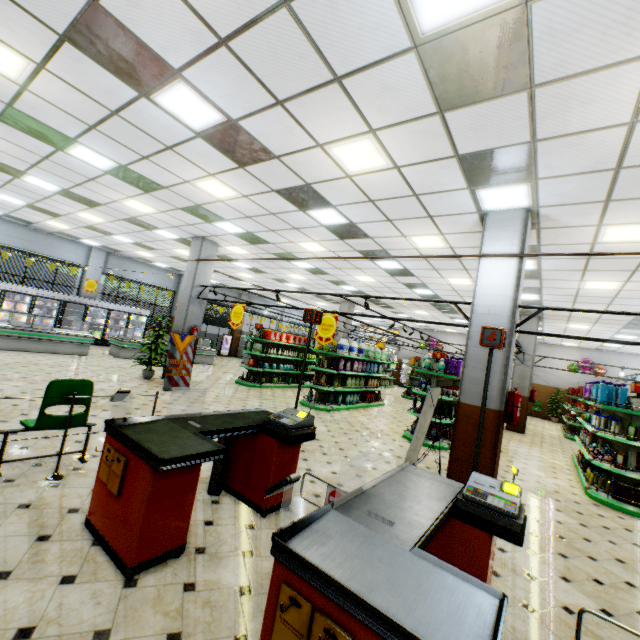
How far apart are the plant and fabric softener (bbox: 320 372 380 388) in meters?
5.6 m

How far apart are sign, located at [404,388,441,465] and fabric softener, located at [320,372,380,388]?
4.9 meters

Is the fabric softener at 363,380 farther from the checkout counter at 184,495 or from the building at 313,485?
the checkout counter at 184,495

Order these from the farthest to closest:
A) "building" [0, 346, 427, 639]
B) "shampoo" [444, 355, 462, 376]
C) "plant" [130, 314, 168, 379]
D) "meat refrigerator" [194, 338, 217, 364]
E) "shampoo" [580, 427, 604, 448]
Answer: "meat refrigerator" [194, 338, 217, 364] → "plant" [130, 314, 168, 379] → "shampoo" [444, 355, 462, 376] → "shampoo" [580, 427, 604, 448] → "building" [0, 346, 427, 639]

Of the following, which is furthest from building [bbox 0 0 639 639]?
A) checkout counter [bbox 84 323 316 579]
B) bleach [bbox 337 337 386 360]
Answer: bleach [bbox 337 337 386 360]

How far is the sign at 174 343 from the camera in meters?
9.4

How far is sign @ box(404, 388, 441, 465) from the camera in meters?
5.9

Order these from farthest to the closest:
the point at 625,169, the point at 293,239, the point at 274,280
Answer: the point at 274,280
the point at 293,239
the point at 625,169
